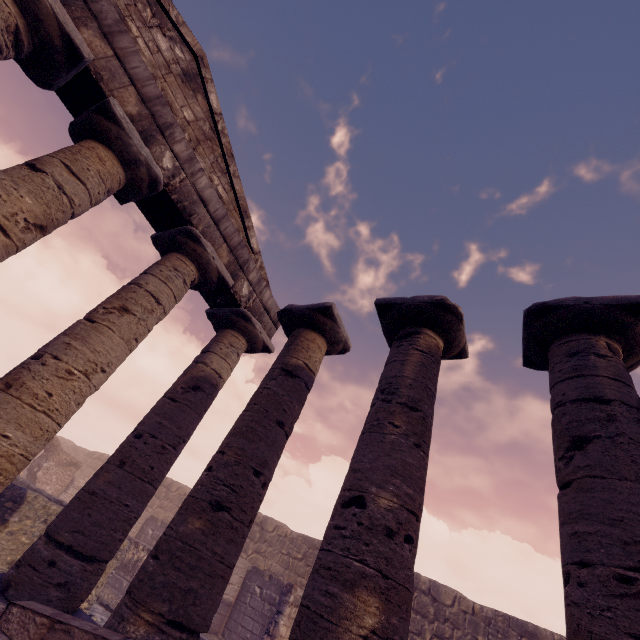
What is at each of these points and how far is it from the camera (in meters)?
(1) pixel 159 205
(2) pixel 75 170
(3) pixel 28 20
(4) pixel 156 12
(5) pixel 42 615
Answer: (1) entablature, 6.06
(2) column, 4.64
(3) column, 4.13
(4) pediment, 6.04
(5) stone blocks, 2.21

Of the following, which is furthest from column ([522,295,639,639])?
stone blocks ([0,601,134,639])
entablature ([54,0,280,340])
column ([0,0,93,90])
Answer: column ([0,0,93,90])

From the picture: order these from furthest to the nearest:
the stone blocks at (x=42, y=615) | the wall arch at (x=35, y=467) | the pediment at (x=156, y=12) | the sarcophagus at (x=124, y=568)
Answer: the wall arch at (x=35, y=467) < the sarcophagus at (x=124, y=568) < the pediment at (x=156, y=12) < the stone blocks at (x=42, y=615)

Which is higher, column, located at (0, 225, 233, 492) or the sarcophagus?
column, located at (0, 225, 233, 492)

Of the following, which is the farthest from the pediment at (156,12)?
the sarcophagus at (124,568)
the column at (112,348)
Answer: the sarcophagus at (124,568)

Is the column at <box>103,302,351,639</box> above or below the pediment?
below

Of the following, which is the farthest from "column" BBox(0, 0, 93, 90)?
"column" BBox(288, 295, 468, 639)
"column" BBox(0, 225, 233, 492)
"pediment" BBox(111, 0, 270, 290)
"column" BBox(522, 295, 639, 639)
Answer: "column" BBox(522, 295, 639, 639)

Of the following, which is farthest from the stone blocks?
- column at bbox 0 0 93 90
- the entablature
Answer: the entablature
